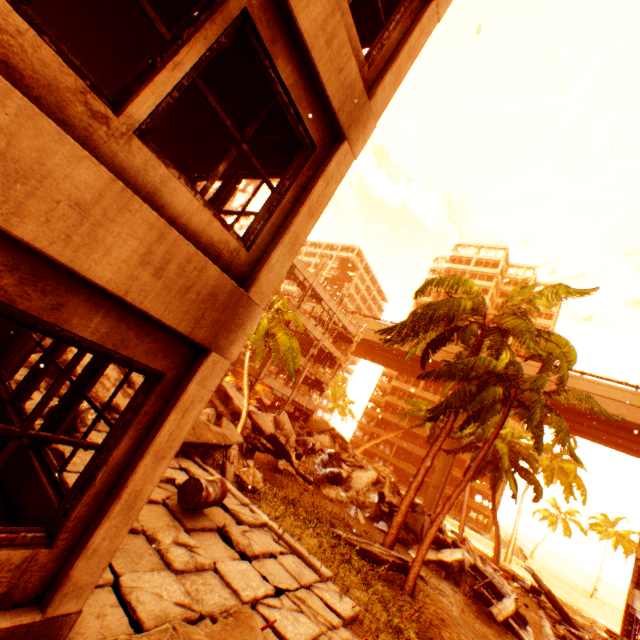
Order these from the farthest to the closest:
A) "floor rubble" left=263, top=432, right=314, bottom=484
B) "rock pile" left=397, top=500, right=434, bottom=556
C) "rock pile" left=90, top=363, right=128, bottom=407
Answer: "floor rubble" left=263, top=432, right=314, bottom=484 < "rock pile" left=397, top=500, right=434, bottom=556 < "rock pile" left=90, top=363, right=128, bottom=407

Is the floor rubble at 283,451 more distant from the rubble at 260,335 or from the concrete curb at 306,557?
the concrete curb at 306,557

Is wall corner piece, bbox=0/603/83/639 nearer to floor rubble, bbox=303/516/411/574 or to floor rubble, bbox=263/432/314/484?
floor rubble, bbox=303/516/411/574

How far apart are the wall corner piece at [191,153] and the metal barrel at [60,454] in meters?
5.1 m

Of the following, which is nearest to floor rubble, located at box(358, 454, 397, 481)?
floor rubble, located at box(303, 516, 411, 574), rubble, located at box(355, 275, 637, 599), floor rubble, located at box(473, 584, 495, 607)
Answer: rubble, located at box(355, 275, 637, 599)

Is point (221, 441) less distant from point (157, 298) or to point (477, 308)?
point (157, 298)

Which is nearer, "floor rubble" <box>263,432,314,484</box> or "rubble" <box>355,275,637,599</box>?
"rubble" <box>355,275,637,599</box>

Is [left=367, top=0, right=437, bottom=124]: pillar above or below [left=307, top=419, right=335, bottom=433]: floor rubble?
above
